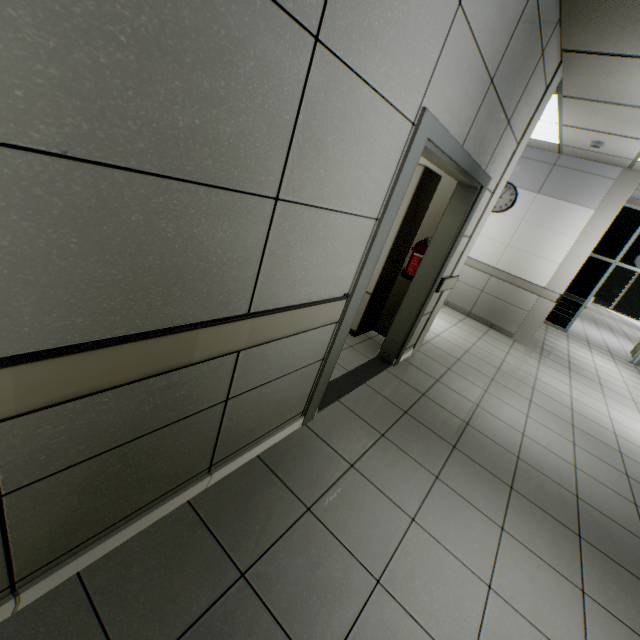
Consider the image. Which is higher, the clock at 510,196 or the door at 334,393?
the clock at 510,196

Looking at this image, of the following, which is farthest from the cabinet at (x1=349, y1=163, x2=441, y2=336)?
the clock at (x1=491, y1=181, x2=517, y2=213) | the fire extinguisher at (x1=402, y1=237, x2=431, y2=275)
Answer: the clock at (x1=491, y1=181, x2=517, y2=213)

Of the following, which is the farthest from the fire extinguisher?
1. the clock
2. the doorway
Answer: the doorway

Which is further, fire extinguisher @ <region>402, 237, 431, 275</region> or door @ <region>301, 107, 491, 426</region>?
fire extinguisher @ <region>402, 237, 431, 275</region>

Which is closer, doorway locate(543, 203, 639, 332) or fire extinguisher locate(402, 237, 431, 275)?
fire extinguisher locate(402, 237, 431, 275)

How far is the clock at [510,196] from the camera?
6.04m

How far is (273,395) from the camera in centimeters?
Result: 193cm

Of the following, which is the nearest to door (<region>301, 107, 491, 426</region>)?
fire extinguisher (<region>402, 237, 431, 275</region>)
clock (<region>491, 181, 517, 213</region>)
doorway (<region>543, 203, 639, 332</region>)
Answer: fire extinguisher (<region>402, 237, 431, 275</region>)
